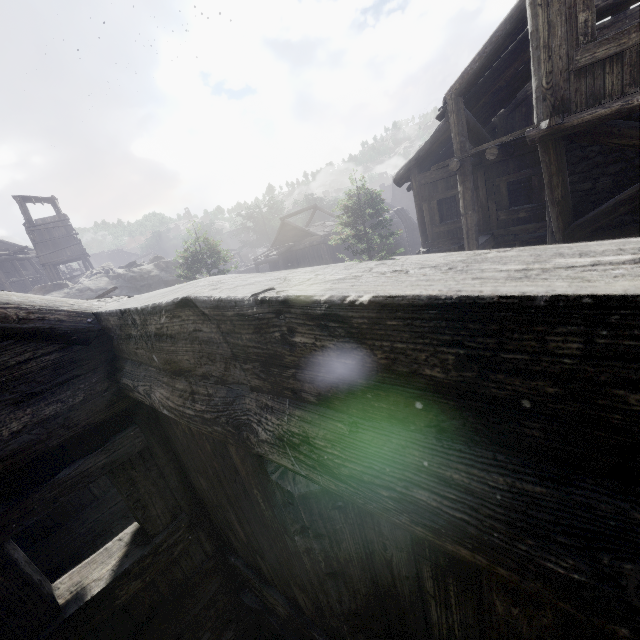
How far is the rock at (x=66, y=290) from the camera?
23.66m

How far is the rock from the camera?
23.7m

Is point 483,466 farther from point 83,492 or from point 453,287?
point 83,492

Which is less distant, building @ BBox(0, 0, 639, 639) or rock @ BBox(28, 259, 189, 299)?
building @ BBox(0, 0, 639, 639)

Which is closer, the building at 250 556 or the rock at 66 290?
the building at 250 556
